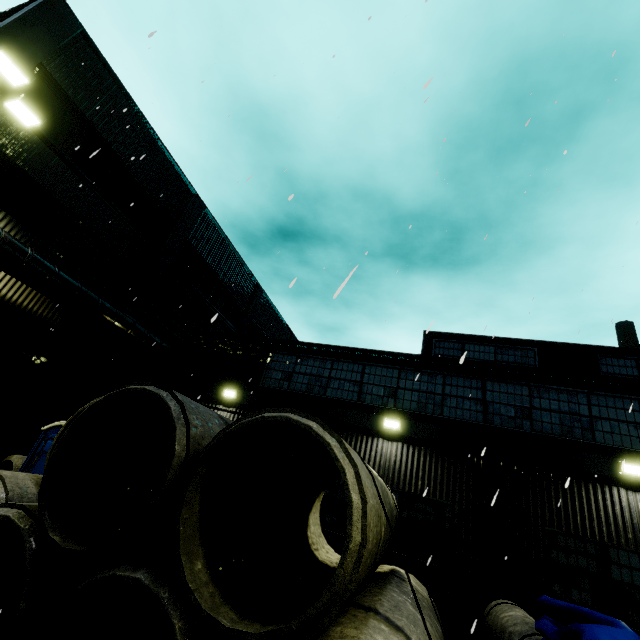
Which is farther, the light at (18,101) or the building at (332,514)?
the building at (332,514)

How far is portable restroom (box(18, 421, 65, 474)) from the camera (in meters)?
8.23

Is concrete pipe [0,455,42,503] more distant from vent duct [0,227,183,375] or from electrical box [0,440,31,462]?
vent duct [0,227,183,375]

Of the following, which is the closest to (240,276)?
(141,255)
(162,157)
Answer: (141,255)

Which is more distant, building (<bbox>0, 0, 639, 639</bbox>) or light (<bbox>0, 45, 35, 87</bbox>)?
building (<bbox>0, 0, 639, 639</bbox>)

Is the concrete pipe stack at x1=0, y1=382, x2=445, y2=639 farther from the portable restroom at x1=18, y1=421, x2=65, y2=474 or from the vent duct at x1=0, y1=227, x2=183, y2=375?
the portable restroom at x1=18, y1=421, x2=65, y2=474

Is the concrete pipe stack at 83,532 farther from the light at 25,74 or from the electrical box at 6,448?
the electrical box at 6,448

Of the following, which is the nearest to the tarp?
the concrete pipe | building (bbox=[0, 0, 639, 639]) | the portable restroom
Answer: building (bbox=[0, 0, 639, 639])
